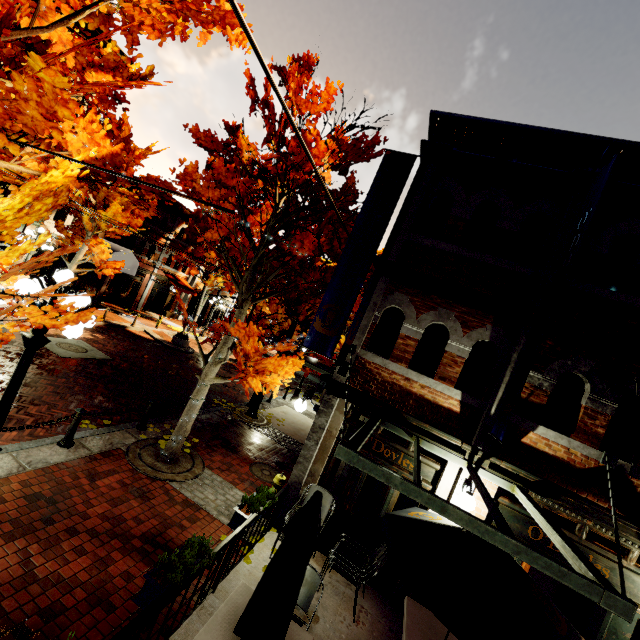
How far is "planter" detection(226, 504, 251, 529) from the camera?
5.4 meters

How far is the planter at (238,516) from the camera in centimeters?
541cm

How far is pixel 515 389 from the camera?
5.4m

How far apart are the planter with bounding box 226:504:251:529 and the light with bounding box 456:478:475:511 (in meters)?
3.53

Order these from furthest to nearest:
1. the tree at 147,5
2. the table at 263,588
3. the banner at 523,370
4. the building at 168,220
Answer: the building at 168,220 → the banner at 523,370 → the table at 263,588 → the tree at 147,5

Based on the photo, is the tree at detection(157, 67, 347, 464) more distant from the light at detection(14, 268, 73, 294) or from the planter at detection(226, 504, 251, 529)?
the planter at detection(226, 504, 251, 529)

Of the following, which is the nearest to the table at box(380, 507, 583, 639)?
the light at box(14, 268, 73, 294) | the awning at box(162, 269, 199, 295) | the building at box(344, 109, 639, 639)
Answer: the building at box(344, 109, 639, 639)

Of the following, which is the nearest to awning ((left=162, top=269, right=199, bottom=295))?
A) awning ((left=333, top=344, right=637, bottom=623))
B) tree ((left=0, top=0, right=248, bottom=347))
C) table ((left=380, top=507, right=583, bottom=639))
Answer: tree ((left=0, top=0, right=248, bottom=347))
